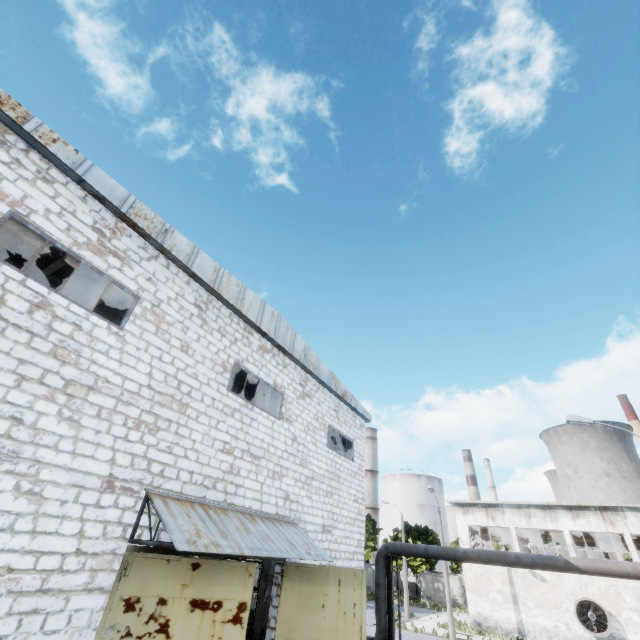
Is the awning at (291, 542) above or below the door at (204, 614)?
above

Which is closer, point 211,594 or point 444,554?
point 211,594

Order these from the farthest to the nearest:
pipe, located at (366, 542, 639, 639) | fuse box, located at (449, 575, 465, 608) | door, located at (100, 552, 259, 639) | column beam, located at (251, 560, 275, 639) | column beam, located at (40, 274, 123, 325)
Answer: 1. fuse box, located at (449, 575, 465, 608)
2. column beam, located at (251, 560, 275, 639)
3. pipe, located at (366, 542, 639, 639)
4. column beam, located at (40, 274, 123, 325)
5. door, located at (100, 552, 259, 639)

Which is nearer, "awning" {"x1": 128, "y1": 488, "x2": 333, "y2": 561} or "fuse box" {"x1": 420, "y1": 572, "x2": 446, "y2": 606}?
"awning" {"x1": 128, "y1": 488, "x2": 333, "y2": 561}

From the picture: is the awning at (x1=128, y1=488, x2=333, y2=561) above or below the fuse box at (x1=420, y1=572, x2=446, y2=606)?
above

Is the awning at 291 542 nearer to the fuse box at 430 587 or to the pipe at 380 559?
the pipe at 380 559

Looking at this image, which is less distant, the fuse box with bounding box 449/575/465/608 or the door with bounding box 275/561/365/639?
the door with bounding box 275/561/365/639

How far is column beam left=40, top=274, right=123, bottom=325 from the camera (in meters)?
10.58
